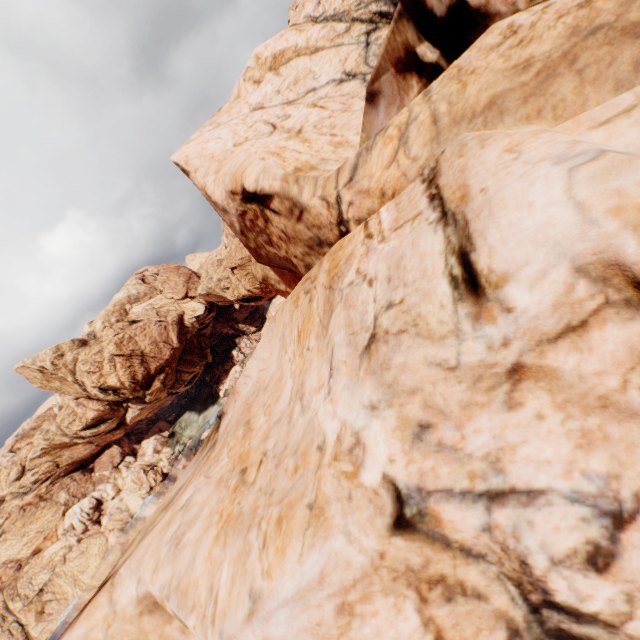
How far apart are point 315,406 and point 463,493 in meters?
3.0
